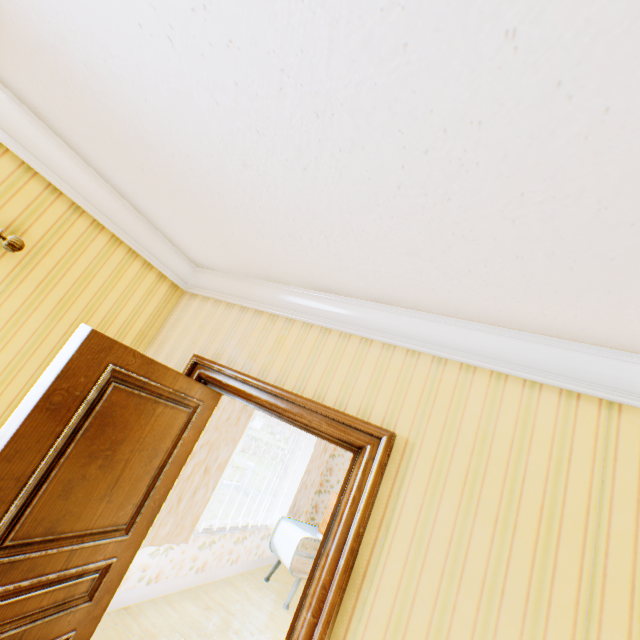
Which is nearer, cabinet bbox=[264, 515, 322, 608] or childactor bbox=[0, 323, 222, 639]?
childactor bbox=[0, 323, 222, 639]

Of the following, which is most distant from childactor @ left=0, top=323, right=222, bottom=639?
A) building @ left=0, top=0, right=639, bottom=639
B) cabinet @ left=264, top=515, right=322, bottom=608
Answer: cabinet @ left=264, top=515, right=322, bottom=608

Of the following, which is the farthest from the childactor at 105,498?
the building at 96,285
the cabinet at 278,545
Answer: the cabinet at 278,545

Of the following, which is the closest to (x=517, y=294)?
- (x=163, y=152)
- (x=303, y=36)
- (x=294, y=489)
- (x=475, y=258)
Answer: (x=475, y=258)

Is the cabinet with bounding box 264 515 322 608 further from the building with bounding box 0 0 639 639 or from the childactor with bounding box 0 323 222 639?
the childactor with bounding box 0 323 222 639

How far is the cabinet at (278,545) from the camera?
4.8 meters
